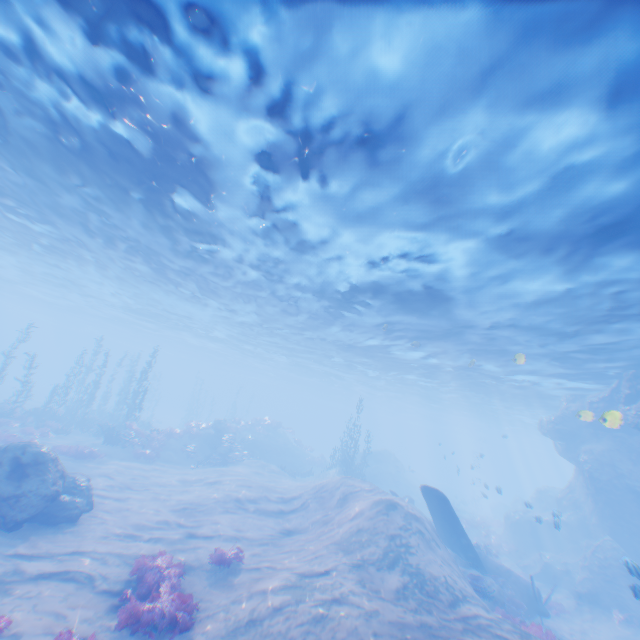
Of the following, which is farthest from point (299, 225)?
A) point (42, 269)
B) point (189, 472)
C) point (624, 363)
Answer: point (42, 269)

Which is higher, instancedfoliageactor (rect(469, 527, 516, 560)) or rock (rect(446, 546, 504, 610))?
rock (rect(446, 546, 504, 610))

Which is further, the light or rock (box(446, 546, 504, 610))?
rock (box(446, 546, 504, 610))

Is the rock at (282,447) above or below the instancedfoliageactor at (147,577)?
above

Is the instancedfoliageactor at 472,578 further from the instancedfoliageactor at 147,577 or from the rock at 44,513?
the rock at 44,513

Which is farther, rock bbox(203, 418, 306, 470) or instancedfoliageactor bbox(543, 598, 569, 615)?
rock bbox(203, 418, 306, 470)

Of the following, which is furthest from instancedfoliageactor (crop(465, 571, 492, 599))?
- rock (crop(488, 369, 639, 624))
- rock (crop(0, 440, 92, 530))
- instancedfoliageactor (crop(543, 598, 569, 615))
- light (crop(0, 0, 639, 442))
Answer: rock (crop(0, 440, 92, 530))

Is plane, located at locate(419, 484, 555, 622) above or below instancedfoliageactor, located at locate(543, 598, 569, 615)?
above
